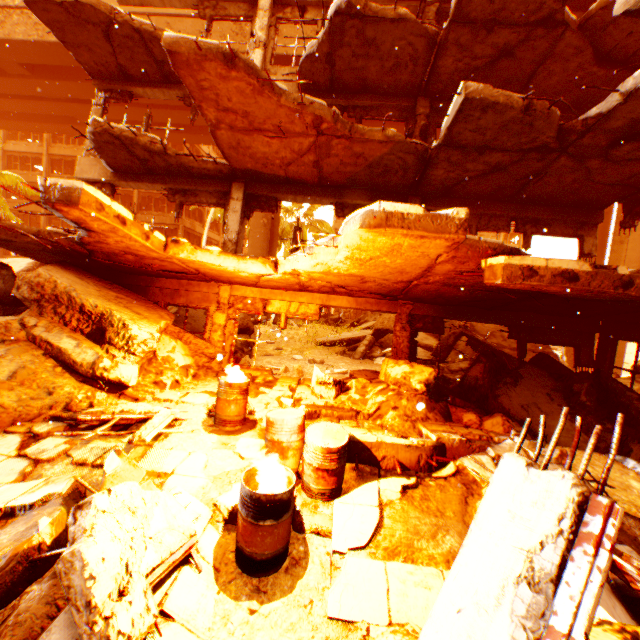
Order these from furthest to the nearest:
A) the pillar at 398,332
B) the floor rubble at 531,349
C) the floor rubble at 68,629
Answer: the floor rubble at 531,349 → the pillar at 398,332 → the floor rubble at 68,629

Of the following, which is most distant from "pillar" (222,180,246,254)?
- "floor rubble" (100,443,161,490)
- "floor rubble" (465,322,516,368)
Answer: "floor rubble" (465,322,516,368)

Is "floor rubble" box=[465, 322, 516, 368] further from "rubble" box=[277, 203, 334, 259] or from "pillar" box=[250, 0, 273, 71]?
"rubble" box=[277, 203, 334, 259]

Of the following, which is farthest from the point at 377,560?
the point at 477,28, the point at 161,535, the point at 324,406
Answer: the point at 477,28

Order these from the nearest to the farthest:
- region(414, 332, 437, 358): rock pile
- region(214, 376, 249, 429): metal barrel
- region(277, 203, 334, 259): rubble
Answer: region(214, 376, 249, 429): metal barrel < region(414, 332, 437, 358): rock pile < region(277, 203, 334, 259): rubble

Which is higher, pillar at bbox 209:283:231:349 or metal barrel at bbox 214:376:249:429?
pillar at bbox 209:283:231:349

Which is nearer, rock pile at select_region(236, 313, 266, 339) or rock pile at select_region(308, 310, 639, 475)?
rock pile at select_region(308, 310, 639, 475)

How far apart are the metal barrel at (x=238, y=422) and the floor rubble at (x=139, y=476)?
1.94m
